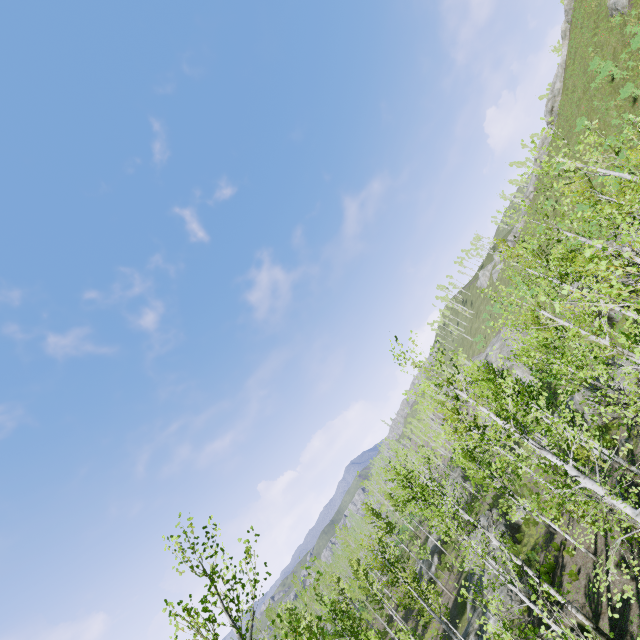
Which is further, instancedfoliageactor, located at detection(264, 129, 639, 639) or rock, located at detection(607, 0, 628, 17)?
rock, located at detection(607, 0, 628, 17)

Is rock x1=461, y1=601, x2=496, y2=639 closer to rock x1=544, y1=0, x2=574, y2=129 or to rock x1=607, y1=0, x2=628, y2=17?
rock x1=607, y1=0, x2=628, y2=17

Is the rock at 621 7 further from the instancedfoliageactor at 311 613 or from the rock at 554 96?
the instancedfoliageactor at 311 613

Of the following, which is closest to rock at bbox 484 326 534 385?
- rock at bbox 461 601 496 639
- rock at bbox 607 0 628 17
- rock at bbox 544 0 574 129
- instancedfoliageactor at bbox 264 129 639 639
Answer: instancedfoliageactor at bbox 264 129 639 639

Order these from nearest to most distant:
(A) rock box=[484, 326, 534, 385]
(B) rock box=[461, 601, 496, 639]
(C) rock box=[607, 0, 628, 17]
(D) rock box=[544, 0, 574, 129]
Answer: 1. (B) rock box=[461, 601, 496, 639]
2. (C) rock box=[607, 0, 628, 17]
3. (D) rock box=[544, 0, 574, 129]
4. (A) rock box=[484, 326, 534, 385]

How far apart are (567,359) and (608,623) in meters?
13.8 m

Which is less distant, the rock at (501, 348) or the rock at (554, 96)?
the rock at (554, 96)

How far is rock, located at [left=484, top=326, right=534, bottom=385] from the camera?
44.8 meters
